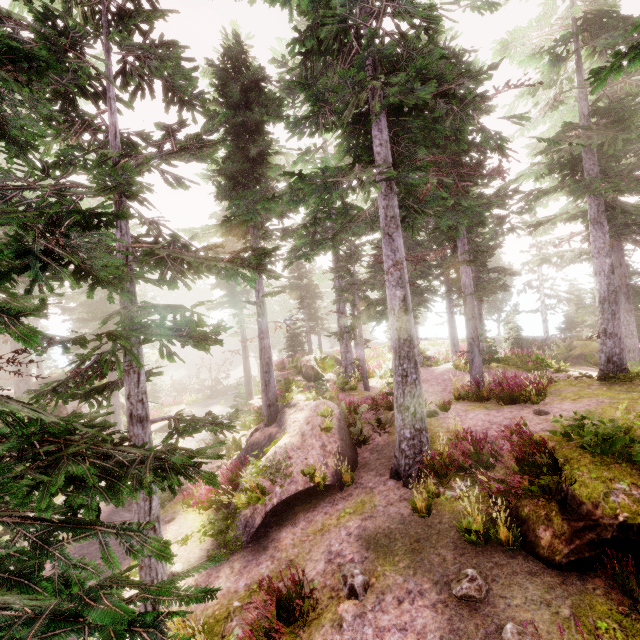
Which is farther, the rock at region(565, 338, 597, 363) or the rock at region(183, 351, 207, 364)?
the rock at region(183, 351, 207, 364)

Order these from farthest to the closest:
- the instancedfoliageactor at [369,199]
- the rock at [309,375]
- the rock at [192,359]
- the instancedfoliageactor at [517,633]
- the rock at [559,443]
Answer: the rock at [192,359], the rock at [309,375], the rock at [559,443], the instancedfoliageactor at [517,633], the instancedfoliageactor at [369,199]

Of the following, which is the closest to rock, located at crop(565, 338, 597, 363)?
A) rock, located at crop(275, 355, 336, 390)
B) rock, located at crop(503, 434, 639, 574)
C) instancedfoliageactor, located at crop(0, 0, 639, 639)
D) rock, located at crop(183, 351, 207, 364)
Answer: instancedfoliageactor, located at crop(0, 0, 639, 639)

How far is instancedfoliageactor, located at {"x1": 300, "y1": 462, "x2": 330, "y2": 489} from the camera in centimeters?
841cm

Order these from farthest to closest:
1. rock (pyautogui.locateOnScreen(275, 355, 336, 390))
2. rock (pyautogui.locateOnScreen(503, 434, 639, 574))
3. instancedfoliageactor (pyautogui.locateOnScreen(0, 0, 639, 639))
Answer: rock (pyautogui.locateOnScreen(275, 355, 336, 390)), rock (pyautogui.locateOnScreen(503, 434, 639, 574)), instancedfoliageactor (pyautogui.locateOnScreen(0, 0, 639, 639))

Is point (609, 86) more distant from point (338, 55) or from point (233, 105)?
point (233, 105)

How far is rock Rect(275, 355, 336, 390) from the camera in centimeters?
1730cm

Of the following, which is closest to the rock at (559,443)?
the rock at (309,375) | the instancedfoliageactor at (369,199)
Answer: the instancedfoliageactor at (369,199)
